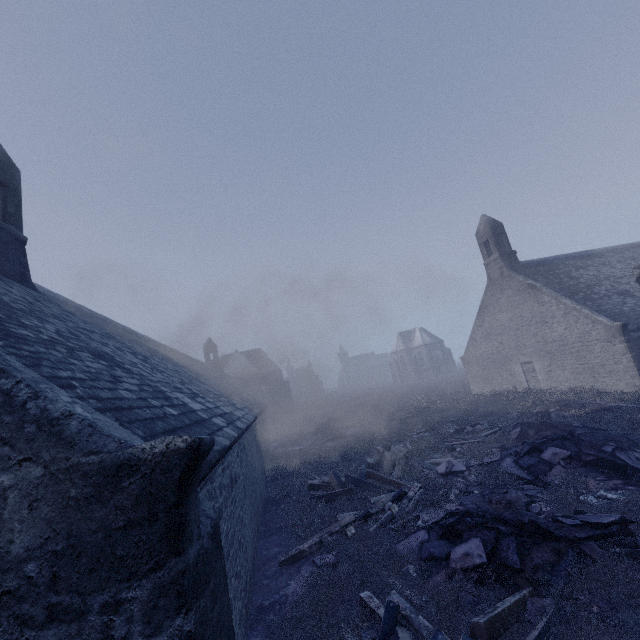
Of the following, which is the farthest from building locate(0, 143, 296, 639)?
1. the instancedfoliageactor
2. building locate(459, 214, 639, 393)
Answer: building locate(459, 214, 639, 393)

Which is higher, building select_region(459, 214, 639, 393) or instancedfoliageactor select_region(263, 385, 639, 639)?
building select_region(459, 214, 639, 393)

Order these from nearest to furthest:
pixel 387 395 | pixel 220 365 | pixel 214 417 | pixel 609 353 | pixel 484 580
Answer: pixel 484 580 → pixel 214 417 → pixel 609 353 → pixel 220 365 → pixel 387 395

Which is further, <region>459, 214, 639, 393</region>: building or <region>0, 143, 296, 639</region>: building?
<region>459, 214, 639, 393</region>: building

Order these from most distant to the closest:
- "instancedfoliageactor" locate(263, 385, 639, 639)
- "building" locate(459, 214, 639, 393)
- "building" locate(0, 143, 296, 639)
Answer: "building" locate(459, 214, 639, 393), "instancedfoliageactor" locate(263, 385, 639, 639), "building" locate(0, 143, 296, 639)

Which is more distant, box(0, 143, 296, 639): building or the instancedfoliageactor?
the instancedfoliageactor

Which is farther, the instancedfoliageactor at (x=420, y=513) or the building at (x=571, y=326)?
the building at (x=571, y=326)

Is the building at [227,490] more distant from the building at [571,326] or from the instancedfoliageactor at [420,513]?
the building at [571,326]
